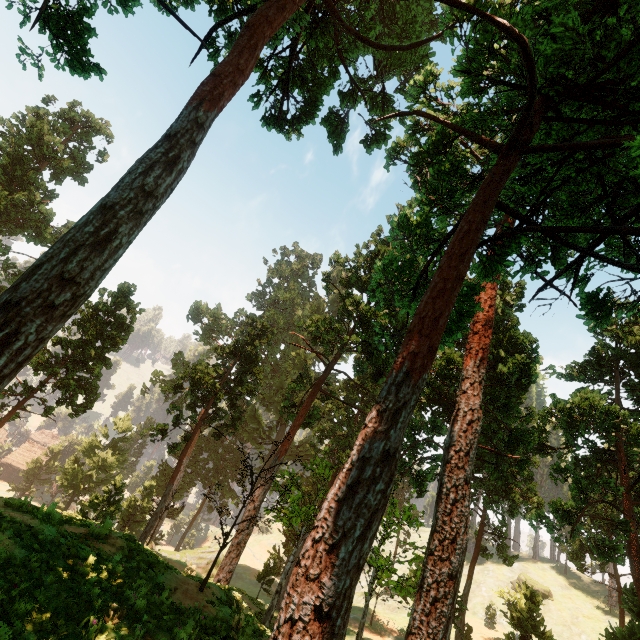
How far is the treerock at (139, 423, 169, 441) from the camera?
26.8m

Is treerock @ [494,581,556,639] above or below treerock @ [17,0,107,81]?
below

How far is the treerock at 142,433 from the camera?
26.8 meters

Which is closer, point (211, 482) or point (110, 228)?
point (110, 228)

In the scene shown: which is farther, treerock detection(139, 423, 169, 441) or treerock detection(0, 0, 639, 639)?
treerock detection(139, 423, 169, 441)

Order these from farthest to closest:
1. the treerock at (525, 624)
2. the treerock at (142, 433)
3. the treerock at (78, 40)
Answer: the treerock at (525, 624), the treerock at (142, 433), the treerock at (78, 40)
